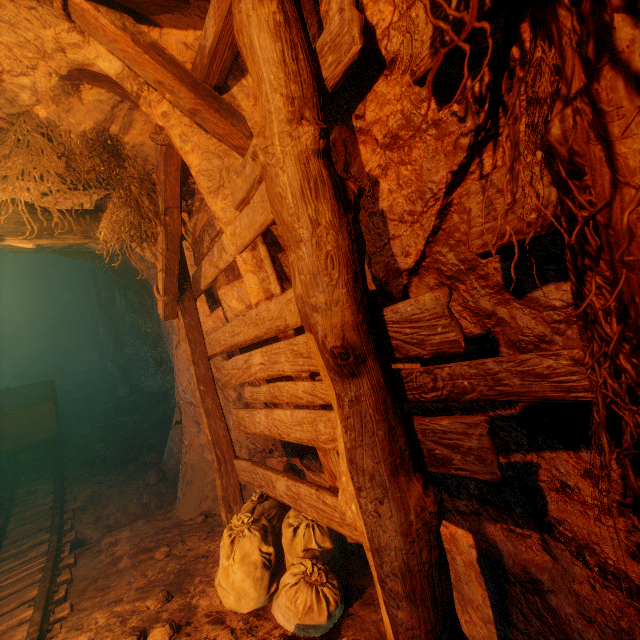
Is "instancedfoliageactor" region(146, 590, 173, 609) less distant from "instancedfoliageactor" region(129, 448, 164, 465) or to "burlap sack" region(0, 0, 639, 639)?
"burlap sack" region(0, 0, 639, 639)

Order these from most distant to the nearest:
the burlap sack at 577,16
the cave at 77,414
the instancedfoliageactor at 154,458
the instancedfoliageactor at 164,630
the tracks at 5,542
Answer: the instancedfoliageactor at 154,458, the cave at 77,414, the tracks at 5,542, the instancedfoliageactor at 164,630, the burlap sack at 577,16

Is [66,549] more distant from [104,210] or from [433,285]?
[433,285]

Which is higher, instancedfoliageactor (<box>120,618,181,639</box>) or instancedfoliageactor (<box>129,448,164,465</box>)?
instancedfoliageactor (<box>120,618,181,639</box>)

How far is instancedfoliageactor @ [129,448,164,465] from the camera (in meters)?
6.61

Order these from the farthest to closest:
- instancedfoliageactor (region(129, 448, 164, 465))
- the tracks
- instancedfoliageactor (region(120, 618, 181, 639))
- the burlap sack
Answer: instancedfoliageactor (region(129, 448, 164, 465)) < the tracks < instancedfoliageactor (region(120, 618, 181, 639)) < the burlap sack

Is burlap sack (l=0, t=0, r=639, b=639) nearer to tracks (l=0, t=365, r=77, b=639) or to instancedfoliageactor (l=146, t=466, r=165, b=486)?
tracks (l=0, t=365, r=77, b=639)

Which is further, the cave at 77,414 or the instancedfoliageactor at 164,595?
the cave at 77,414
